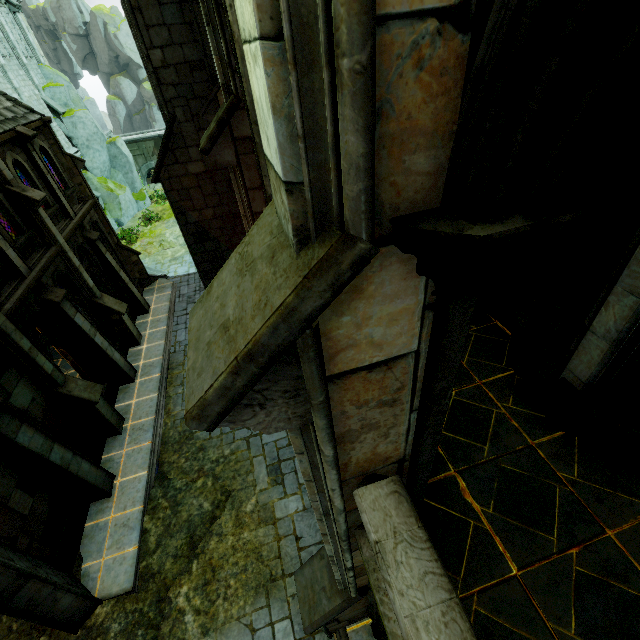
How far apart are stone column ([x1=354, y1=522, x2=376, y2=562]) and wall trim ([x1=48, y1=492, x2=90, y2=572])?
9.71m

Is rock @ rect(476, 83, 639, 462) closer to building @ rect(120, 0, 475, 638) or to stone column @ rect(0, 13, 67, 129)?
building @ rect(120, 0, 475, 638)

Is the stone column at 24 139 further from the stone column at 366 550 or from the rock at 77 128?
the stone column at 366 550

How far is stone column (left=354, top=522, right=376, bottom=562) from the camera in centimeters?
306cm

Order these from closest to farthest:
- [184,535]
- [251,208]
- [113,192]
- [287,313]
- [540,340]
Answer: [287,313], [540,340], [251,208], [184,535], [113,192]

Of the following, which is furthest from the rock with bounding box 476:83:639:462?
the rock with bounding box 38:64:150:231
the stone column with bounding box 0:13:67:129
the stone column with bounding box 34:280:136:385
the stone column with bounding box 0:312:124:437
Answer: the stone column with bounding box 0:13:67:129

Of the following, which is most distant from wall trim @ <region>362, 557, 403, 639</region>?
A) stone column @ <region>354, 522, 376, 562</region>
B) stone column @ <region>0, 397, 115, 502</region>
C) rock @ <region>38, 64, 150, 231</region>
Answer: rock @ <region>38, 64, 150, 231</region>

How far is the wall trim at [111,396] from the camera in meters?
12.7
